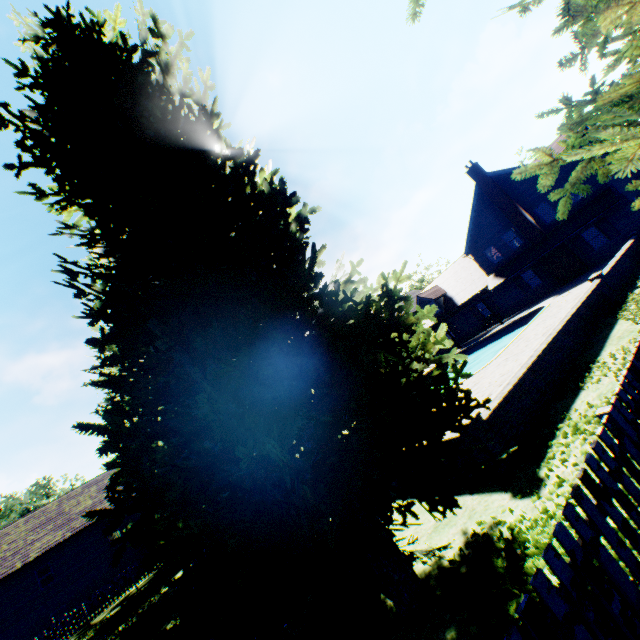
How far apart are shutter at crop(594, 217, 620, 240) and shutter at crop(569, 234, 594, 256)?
1.00m

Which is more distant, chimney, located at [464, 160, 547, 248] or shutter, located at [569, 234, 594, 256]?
chimney, located at [464, 160, 547, 248]

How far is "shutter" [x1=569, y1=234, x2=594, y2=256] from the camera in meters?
23.5

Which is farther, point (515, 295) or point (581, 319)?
point (515, 295)

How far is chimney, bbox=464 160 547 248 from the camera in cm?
2522

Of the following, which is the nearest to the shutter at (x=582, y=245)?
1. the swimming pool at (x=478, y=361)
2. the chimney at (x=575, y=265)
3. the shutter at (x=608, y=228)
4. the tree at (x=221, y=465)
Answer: the chimney at (x=575, y=265)

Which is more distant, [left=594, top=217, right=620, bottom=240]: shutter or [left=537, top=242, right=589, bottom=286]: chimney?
[left=537, top=242, right=589, bottom=286]: chimney

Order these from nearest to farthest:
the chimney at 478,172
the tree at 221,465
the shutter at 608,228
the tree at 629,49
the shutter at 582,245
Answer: the tree at 629,49, the tree at 221,465, the shutter at 608,228, the shutter at 582,245, the chimney at 478,172
